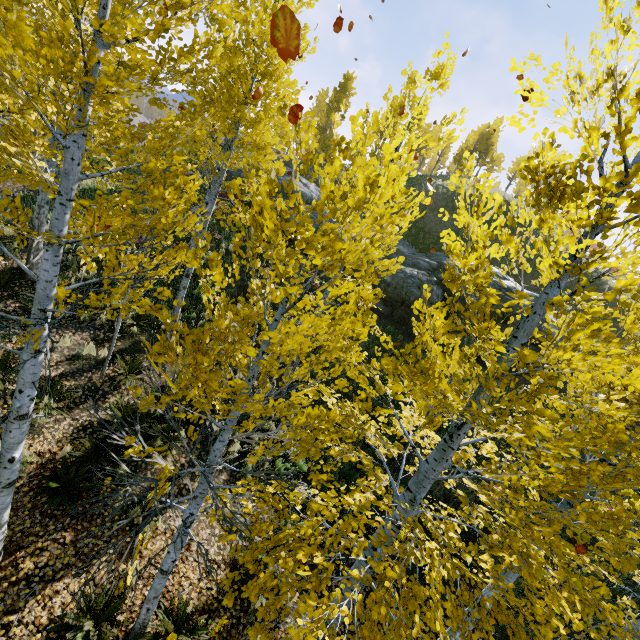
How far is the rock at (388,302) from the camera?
15.7 meters

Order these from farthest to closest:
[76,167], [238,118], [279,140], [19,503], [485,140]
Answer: [279,140] < [485,140] < [238,118] < [19,503] < [76,167]

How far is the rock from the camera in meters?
15.7 m

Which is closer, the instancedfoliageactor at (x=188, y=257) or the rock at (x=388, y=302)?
the instancedfoliageactor at (x=188, y=257)

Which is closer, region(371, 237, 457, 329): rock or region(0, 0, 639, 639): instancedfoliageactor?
region(0, 0, 639, 639): instancedfoliageactor
